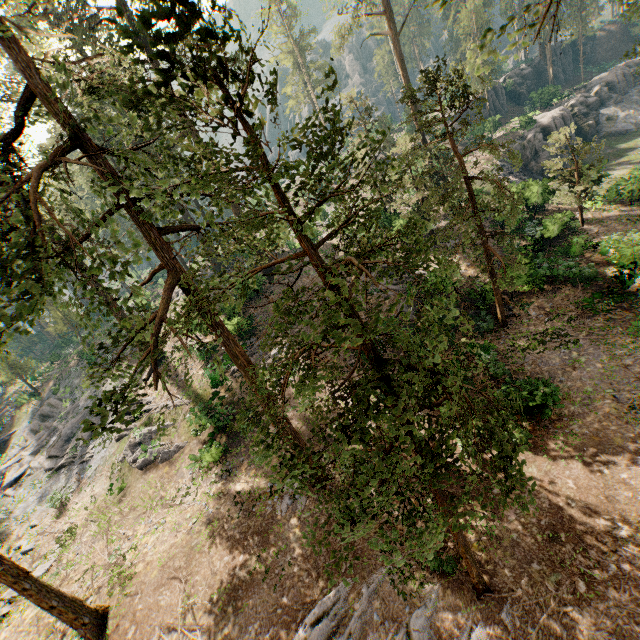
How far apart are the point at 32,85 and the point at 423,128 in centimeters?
1473cm

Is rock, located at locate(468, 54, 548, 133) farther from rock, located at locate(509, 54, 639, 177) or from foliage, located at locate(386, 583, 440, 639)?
rock, located at locate(509, 54, 639, 177)

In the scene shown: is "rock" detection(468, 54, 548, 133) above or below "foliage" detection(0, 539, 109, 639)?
above

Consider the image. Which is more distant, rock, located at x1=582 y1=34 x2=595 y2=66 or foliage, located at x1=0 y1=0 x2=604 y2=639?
rock, located at x1=582 y1=34 x2=595 y2=66

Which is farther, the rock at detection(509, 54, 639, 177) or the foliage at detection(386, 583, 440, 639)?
the rock at detection(509, 54, 639, 177)

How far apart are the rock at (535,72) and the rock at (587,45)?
11.99m

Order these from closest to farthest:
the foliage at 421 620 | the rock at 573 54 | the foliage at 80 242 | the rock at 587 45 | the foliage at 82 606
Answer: the foliage at 80 242
the foliage at 421 620
the foliage at 82 606
the rock at 573 54
the rock at 587 45

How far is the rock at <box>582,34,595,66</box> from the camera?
56.5m
